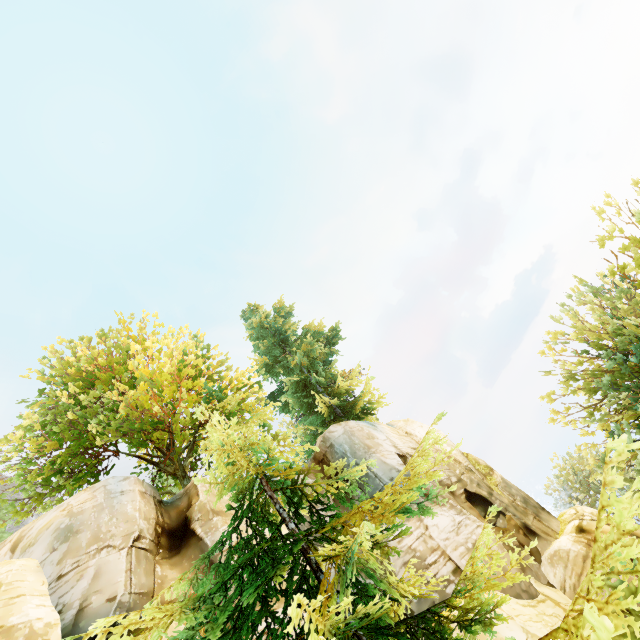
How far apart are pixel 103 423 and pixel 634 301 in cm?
2242

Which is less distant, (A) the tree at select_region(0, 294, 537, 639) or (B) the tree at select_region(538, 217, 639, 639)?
(B) the tree at select_region(538, 217, 639, 639)

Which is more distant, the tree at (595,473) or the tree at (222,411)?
the tree at (222,411)
